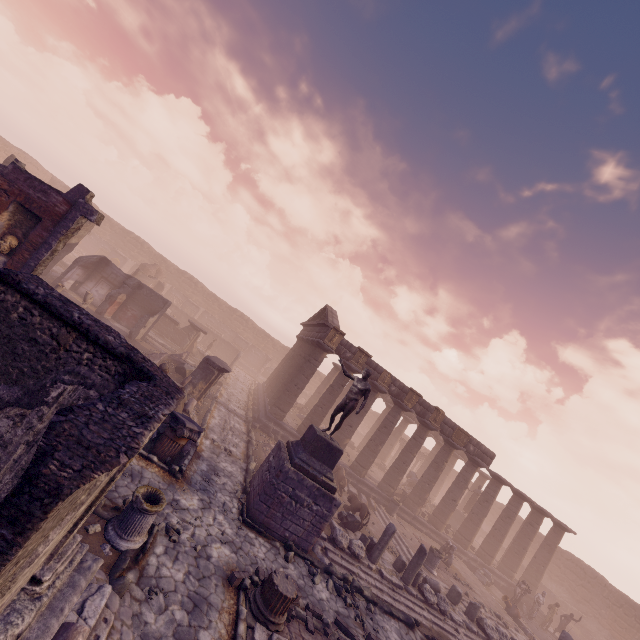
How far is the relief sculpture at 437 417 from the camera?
21.17m

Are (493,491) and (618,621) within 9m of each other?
no

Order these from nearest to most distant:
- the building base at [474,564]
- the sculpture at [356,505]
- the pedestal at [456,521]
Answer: the sculpture at [356,505] < the building base at [474,564] < the pedestal at [456,521]

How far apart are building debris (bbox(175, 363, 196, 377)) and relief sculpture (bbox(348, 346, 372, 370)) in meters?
9.0 m

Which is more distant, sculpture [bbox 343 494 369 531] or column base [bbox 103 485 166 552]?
sculpture [bbox 343 494 369 531]

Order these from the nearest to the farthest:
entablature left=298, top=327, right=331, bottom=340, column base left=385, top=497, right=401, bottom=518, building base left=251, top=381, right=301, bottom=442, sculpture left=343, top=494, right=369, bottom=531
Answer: sculpture left=343, top=494, right=369, bottom=531
building base left=251, top=381, right=301, bottom=442
column base left=385, top=497, right=401, bottom=518
entablature left=298, top=327, right=331, bottom=340

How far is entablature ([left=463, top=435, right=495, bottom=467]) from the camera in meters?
21.9 m

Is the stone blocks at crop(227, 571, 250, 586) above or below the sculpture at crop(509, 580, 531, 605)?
below
